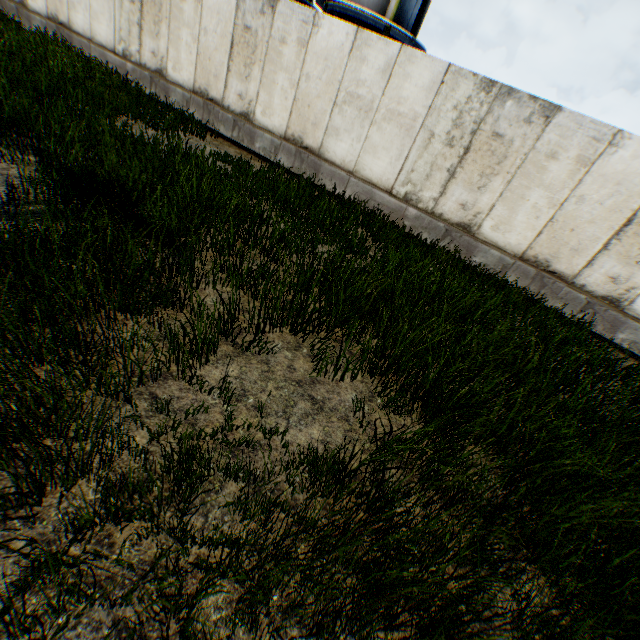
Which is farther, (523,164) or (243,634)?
(523,164)
